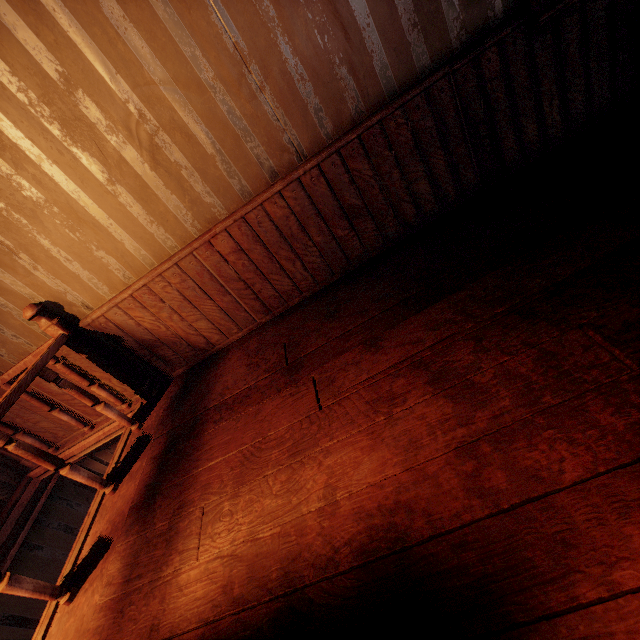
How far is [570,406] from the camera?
1.1 meters
